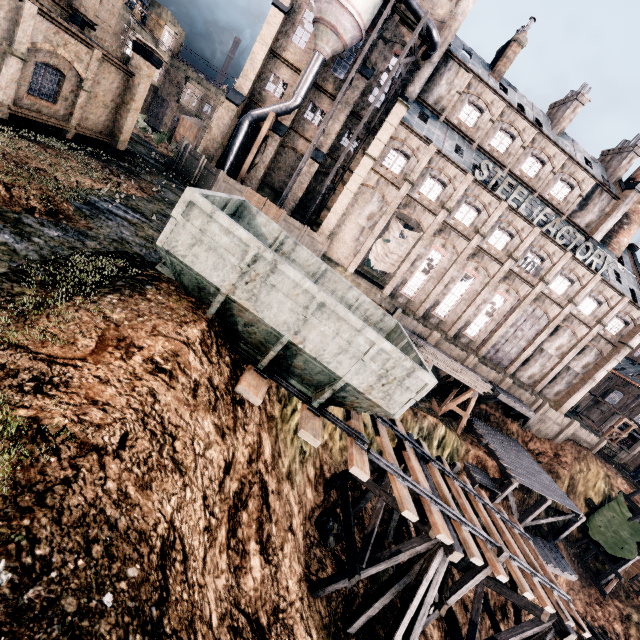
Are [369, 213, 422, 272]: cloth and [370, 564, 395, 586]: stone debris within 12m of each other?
no

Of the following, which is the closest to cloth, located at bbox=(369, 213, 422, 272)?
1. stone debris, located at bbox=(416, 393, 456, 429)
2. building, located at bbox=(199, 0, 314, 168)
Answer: building, located at bbox=(199, 0, 314, 168)

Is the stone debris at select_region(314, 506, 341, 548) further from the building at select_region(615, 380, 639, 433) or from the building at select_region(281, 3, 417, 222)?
the building at select_region(615, 380, 639, 433)

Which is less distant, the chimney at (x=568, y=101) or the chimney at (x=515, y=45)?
the chimney at (x=515, y=45)

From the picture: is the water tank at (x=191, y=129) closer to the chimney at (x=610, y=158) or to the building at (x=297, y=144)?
the building at (x=297, y=144)

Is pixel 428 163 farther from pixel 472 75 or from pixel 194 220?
pixel 194 220

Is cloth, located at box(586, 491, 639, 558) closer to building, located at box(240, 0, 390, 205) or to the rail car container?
building, located at box(240, 0, 390, 205)

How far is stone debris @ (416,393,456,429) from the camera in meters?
27.8 m
